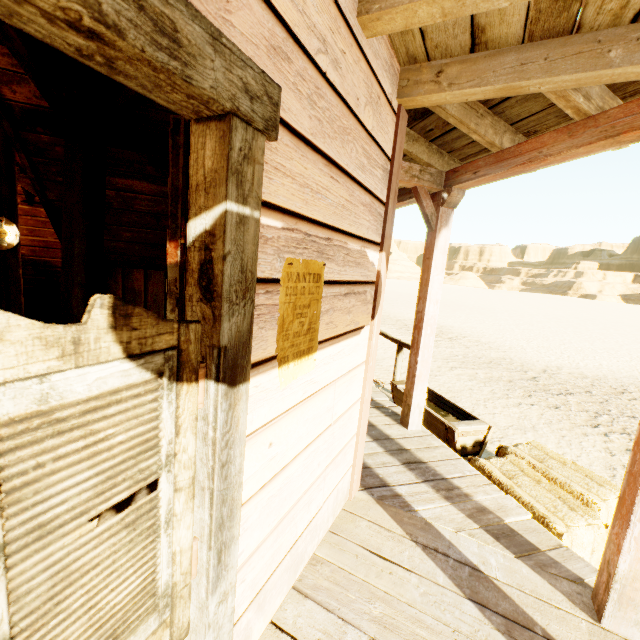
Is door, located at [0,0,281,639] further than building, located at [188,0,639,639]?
No

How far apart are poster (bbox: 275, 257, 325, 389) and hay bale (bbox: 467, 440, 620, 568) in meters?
2.4 m

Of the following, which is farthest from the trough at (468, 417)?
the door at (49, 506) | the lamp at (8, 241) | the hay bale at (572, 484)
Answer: the lamp at (8, 241)

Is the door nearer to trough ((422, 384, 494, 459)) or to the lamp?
trough ((422, 384, 494, 459))

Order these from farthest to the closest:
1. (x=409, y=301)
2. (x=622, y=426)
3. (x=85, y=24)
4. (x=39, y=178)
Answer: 1. (x=409, y=301)
2. (x=622, y=426)
3. (x=39, y=178)
4. (x=85, y=24)

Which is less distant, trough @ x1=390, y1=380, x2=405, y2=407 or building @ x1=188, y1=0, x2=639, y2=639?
building @ x1=188, y1=0, x2=639, y2=639

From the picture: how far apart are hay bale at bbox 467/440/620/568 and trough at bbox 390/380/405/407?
0.2 meters

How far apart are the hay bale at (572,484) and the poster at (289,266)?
2.4m
